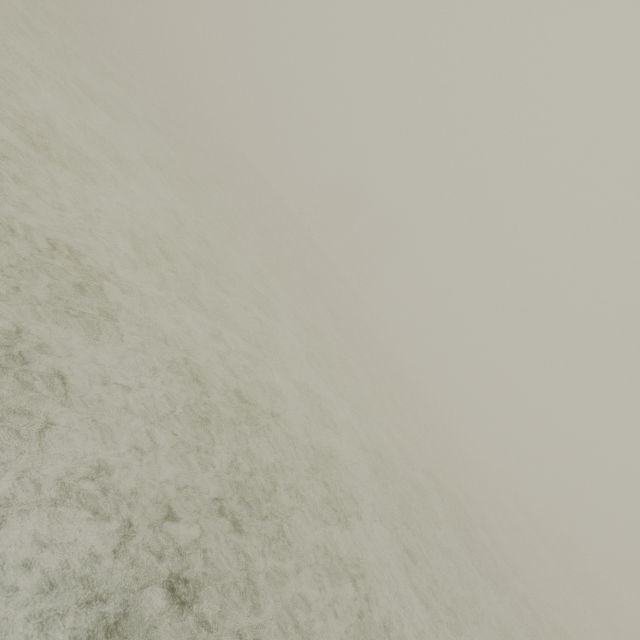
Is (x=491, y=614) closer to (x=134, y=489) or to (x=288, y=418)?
(x=288, y=418)
